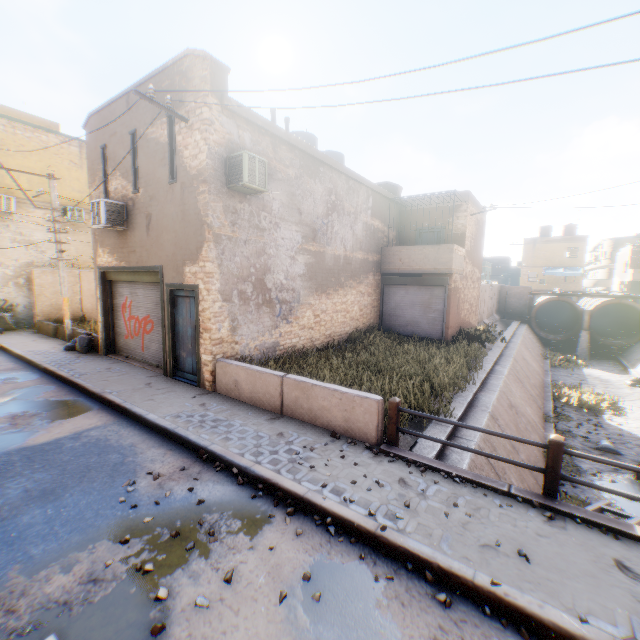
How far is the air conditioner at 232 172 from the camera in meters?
8.0 m

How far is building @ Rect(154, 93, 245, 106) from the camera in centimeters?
781cm

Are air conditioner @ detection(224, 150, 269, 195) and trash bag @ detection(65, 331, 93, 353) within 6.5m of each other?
yes

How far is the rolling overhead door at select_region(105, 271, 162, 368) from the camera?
10.5 meters

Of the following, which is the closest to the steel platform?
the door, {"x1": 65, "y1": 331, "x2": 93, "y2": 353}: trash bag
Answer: the door

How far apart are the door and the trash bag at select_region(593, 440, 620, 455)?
14.3m

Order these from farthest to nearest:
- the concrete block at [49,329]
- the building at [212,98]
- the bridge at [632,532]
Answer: the concrete block at [49,329]
the building at [212,98]
the bridge at [632,532]

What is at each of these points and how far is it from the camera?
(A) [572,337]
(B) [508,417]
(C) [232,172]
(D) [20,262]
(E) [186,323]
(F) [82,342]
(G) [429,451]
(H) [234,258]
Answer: (A) water pipe, 28.5 meters
(B) concrete channel, 10.3 meters
(C) air conditioner, 8.3 meters
(D) building, 17.6 meters
(E) door, 9.3 meters
(F) trash bag, 12.5 meters
(G) concrete channel, 6.7 meters
(H) building, 8.9 meters
